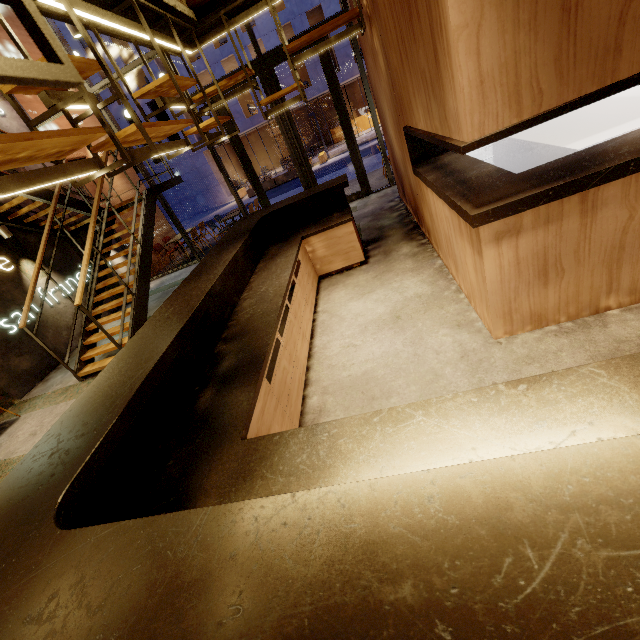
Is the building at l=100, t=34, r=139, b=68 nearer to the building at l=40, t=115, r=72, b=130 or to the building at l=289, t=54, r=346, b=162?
the building at l=289, t=54, r=346, b=162

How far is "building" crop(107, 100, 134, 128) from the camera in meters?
22.2

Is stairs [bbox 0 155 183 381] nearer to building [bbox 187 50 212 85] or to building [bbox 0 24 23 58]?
building [bbox 0 24 23 58]

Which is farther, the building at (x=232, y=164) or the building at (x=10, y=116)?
the building at (x=232, y=164)

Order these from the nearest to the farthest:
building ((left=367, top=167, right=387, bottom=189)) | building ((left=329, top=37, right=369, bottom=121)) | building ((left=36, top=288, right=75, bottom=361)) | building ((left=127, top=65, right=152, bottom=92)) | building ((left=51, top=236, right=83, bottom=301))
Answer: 1. building ((left=36, top=288, right=75, bottom=361))
2. building ((left=51, top=236, right=83, bottom=301))
3. building ((left=367, top=167, right=387, bottom=189))
4. building ((left=329, top=37, right=369, bottom=121))
5. building ((left=127, top=65, right=152, bottom=92))

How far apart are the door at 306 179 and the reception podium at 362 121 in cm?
2208

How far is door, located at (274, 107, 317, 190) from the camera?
7.6 meters

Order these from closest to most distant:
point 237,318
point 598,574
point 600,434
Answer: point 598,574, point 600,434, point 237,318
